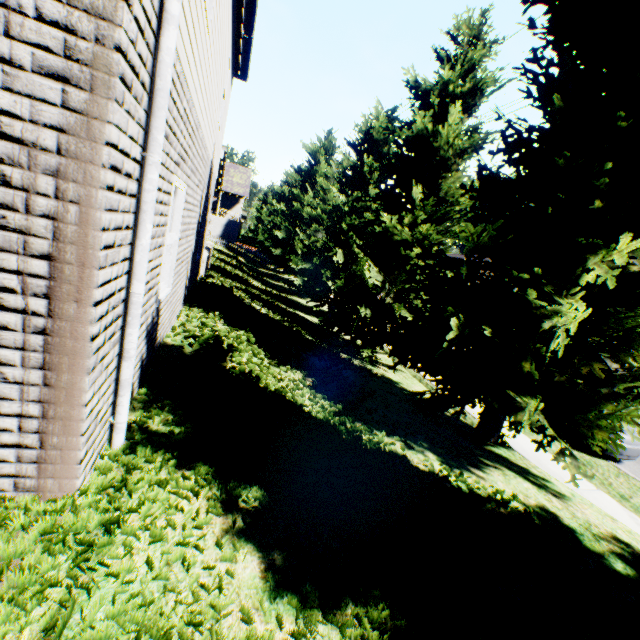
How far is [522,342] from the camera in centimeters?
496cm

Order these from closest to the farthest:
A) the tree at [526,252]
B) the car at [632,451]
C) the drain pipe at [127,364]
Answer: the drain pipe at [127,364] < the tree at [526,252] < the car at [632,451]

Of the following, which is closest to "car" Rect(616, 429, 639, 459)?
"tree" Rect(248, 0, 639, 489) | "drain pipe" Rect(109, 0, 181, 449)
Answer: "tree" Rect(248, 0, 639, 489)

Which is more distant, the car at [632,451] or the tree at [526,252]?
the car at [632,451]

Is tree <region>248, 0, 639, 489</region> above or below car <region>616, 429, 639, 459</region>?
above

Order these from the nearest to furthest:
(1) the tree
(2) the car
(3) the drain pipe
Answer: (3) the drain pipe < (1) the tree < (2) the car

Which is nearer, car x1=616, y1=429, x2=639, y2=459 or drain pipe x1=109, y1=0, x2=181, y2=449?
drain pipe x1=109, y1=0, x2=181, y2=449
